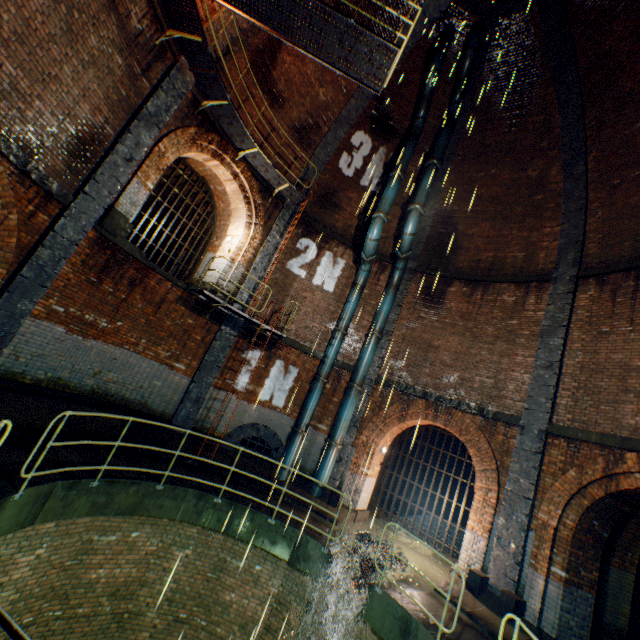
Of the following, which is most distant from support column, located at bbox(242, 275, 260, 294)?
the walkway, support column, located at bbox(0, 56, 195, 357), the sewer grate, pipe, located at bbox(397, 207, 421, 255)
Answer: the sewer grate

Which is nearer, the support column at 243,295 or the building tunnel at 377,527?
the building tunnel at 377,527

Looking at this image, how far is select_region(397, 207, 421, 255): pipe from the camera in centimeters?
1141cm

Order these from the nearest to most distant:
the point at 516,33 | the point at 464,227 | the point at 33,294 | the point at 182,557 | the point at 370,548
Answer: the point at 33,294
the point at 182,557
the point at 370,548
the point at 516,33
the point at 464,227

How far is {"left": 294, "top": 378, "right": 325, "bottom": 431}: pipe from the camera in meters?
11.4 m

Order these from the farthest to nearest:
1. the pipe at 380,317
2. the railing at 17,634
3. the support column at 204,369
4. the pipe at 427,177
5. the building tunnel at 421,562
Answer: the pipe at 380,317 < the pipe at 427,177 < the support column at 204,369 < the building tunnel at 421,562 < the railing at 17,634

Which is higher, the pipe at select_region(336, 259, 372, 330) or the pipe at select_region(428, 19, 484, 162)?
the pipe at select_region(428, 19, 484, 162)

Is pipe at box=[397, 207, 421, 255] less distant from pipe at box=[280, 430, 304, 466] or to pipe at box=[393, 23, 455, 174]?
pipe at box=[393, 23, 455, 174]
